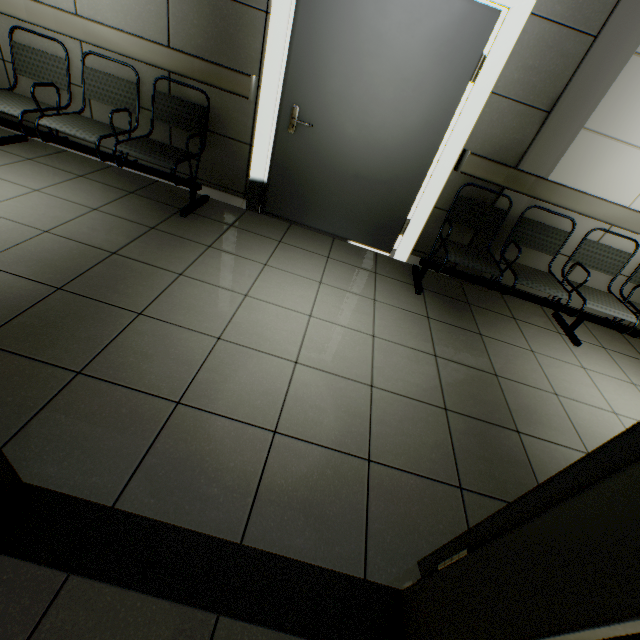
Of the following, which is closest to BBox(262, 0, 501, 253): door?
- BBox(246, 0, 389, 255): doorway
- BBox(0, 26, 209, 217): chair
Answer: BBox(246, 0, 389, 255): doorway

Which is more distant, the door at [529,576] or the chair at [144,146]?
the chair at [144,146]

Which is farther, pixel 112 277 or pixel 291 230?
pixel 291 230

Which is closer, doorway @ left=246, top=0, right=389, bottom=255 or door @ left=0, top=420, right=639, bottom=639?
door @ left=0, top=420, right=639, bottom=639

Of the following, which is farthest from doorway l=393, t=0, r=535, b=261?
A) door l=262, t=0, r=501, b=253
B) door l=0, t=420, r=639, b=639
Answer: door l=0, t=420, r=639, b=639

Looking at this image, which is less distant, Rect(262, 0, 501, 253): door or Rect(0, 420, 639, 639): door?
Rect(0, 420, 639, 639): door

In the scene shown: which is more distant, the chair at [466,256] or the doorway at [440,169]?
the chair at [466,256]

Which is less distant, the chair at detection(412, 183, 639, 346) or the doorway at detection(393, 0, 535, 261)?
the doorway at detection(393, 0, 535, 261)
